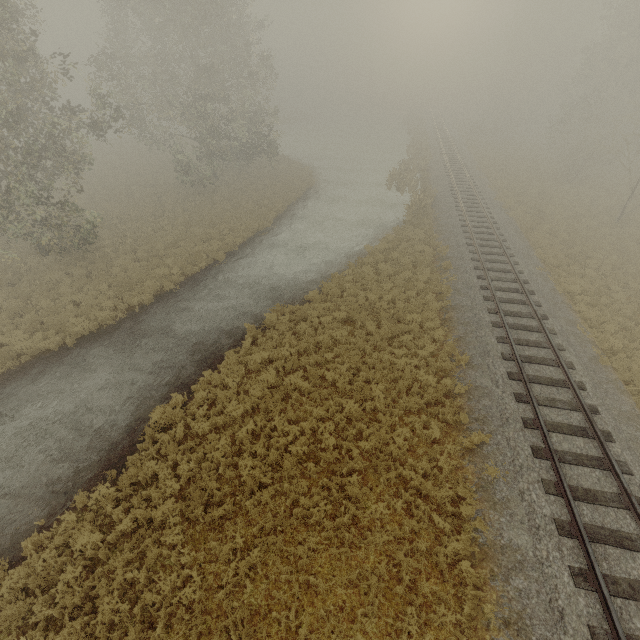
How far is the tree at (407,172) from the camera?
24.33m

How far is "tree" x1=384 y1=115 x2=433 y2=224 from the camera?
24.3m

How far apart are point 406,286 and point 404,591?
12.74m
